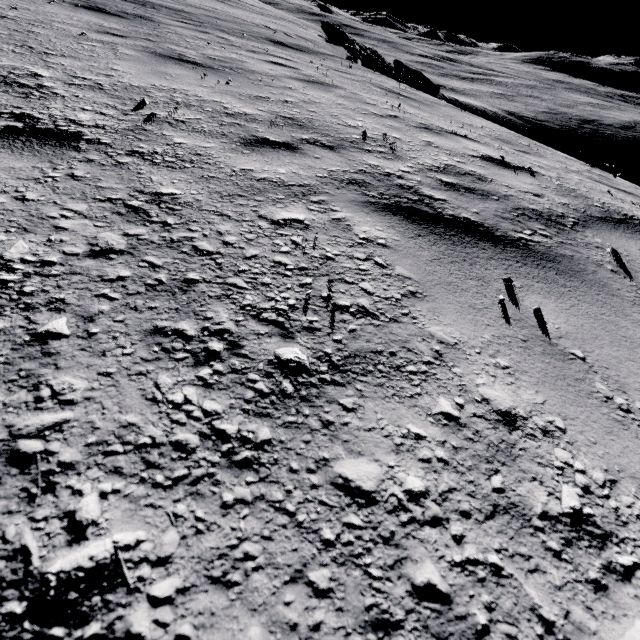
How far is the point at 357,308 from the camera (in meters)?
1.13
